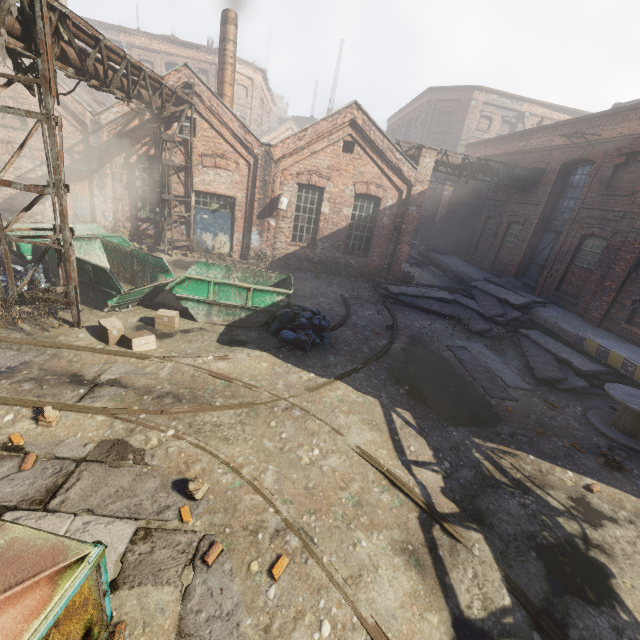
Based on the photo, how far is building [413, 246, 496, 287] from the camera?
18.5 meters

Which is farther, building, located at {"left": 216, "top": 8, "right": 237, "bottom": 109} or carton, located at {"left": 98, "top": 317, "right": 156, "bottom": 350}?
building, located at {"left": 216, "top": 8, "right": 237, "bottom": 109}

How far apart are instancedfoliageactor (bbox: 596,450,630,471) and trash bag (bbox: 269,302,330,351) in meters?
6.6 m

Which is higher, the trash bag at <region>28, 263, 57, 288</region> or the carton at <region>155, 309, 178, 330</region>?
the trash bag at <region>28, 263, 57, 288</region>

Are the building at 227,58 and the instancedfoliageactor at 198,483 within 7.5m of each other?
no

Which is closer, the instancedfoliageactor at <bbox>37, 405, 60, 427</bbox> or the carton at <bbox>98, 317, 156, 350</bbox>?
the instancedfoliageactor at <bbox>37, 405, 60, 427</bbox>

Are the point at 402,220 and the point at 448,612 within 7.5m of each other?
no

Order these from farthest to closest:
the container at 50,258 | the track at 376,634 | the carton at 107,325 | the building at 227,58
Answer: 1. the building at 227,58
2. the container at 50,258
3. the carton at 107,325
4. the track at 376,634
